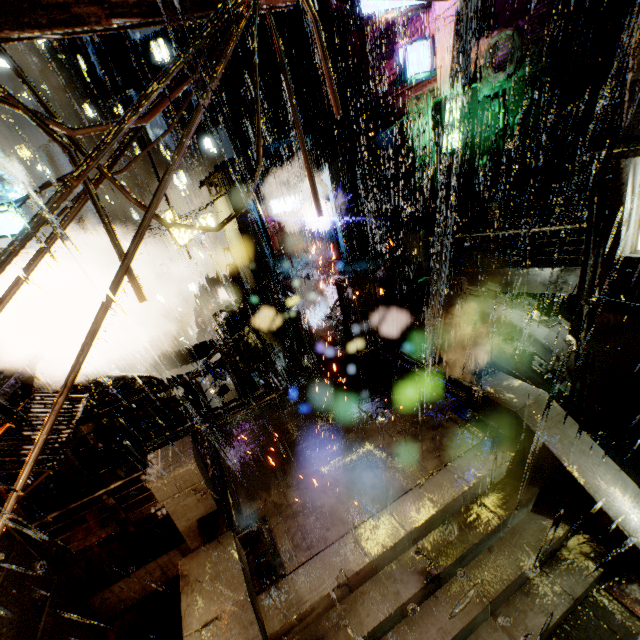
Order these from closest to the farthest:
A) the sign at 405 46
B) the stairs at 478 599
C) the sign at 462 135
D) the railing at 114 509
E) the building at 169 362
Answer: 1. the stairs at 478 599
2. the railing at 114 509
3. the sign at 405 46
4. the sign at 462 135
5. the building at 169 362

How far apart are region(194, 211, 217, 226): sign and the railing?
18.12m

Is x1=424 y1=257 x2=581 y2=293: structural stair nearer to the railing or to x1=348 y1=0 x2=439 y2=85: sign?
x1=348 y1=0 x2=439 y2=85: sign

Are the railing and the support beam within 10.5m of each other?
yes

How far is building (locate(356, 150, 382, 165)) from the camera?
25.3m

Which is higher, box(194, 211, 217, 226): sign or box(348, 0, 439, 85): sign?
box(348, 0, 439, 85): sign

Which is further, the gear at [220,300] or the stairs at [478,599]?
the gear at [220,300]

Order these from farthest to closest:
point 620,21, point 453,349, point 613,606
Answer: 1. point 453,349
2. point 620,21
3. point 613,606
